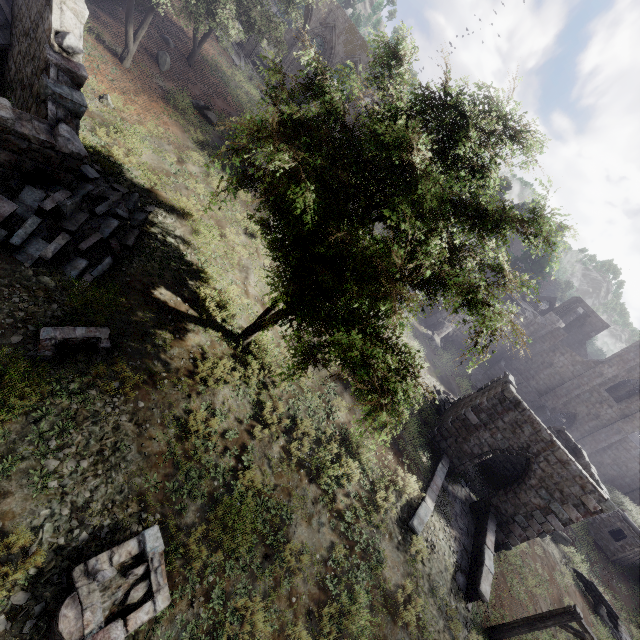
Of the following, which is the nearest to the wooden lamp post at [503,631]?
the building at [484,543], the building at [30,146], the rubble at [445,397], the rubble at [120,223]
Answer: the building at [484,543]

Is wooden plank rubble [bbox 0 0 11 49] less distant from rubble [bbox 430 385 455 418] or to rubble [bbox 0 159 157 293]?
rubble [bbox 0 159 157 293]

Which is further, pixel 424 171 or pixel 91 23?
→ pixel 91 23

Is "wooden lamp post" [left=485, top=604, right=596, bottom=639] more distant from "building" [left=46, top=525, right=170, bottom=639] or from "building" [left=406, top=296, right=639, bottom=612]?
"building" [left=46, top=525, right=170, bottom=639]

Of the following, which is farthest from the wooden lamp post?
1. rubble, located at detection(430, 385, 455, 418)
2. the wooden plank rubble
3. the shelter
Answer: the wooden plank rubble

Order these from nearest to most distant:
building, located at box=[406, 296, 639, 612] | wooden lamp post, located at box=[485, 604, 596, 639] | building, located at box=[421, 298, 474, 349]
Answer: wooden lamp post, located at box=[485, 604, 596, 639], building, located at box=[406, 296, 639, 612], building, located at box=[421, 298, 474, 349]

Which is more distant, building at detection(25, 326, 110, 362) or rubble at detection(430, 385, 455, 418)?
rubble at detection(430, 385, 455, 418)

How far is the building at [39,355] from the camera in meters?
6.9
